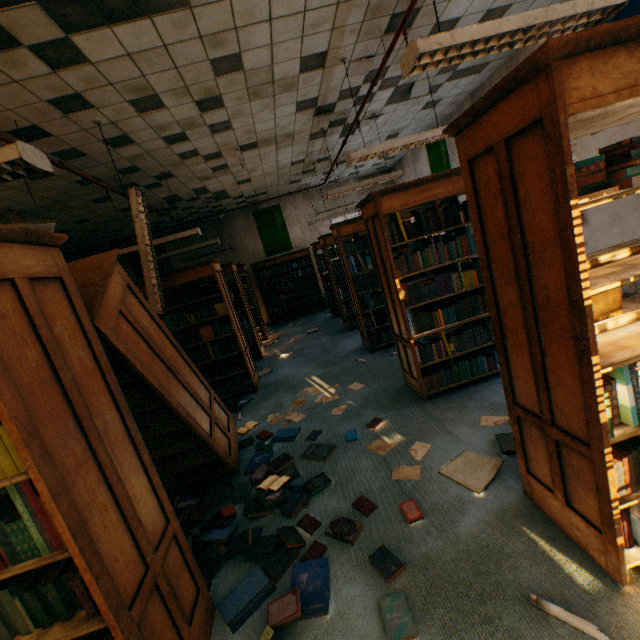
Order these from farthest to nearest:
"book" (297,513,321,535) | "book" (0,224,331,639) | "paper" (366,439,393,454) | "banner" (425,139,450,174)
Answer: "banner" (425,139,450,174), "paper" (366,439,393,454), "book" (297,513,321,535), "book" (0,224,331,639)

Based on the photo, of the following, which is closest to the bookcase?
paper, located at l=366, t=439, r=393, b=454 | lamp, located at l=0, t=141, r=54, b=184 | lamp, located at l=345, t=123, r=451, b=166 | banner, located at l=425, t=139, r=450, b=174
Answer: lamp, located at l=0, t=141, r=54, b=184

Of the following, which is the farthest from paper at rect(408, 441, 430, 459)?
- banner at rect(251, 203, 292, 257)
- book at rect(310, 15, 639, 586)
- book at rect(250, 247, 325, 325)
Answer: banner at rect(251, 203, 292, 257)

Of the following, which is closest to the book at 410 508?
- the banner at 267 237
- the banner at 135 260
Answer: the banner at 267 237

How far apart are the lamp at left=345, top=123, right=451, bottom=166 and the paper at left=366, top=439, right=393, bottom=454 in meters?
3.3 m

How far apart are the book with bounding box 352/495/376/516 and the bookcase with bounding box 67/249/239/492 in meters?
0.0

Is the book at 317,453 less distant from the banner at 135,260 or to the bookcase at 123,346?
the bookcase at 123,346

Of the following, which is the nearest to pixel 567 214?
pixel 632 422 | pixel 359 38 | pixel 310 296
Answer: pixel 632 422
